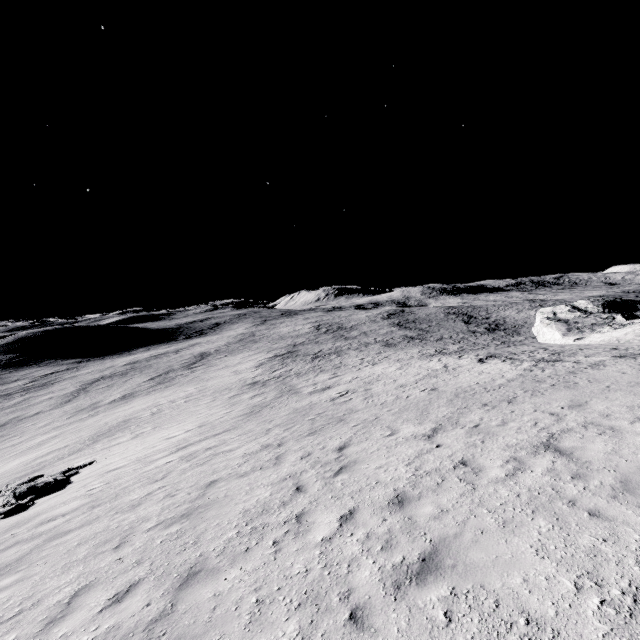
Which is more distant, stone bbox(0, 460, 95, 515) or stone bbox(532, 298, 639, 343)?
stone bbox(532, 298, 639, 343)

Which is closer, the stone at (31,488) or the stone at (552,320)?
the stone at (31,488)

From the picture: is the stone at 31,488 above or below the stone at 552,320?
below

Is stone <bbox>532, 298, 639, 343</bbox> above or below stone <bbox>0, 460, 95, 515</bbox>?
above

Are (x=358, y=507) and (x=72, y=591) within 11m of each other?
yes
